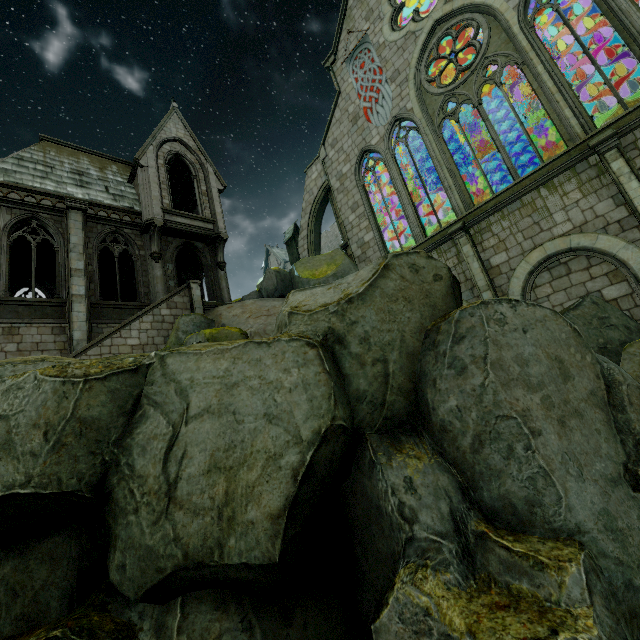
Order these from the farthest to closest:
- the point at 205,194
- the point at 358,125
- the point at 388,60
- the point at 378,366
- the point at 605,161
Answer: the point at 205,194
the point at 358,125
the point at 388,60
the point at 605,161
the point at 378,366

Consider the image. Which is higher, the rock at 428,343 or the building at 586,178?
the building at 586,178

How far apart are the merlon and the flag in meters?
7.3 m

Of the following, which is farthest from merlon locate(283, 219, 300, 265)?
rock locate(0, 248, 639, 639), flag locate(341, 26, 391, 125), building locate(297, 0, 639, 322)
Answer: rock locate(0, 248, 639, 639)

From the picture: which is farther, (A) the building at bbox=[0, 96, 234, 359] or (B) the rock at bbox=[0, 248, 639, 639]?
(A) the building at bbox=[0, 96, 234, 359]

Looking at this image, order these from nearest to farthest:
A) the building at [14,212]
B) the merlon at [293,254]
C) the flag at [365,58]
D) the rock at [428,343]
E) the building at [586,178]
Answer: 1. the rock at [428,343]
2. the building at [586,178]
3. the building at [14,212]
4. the flag at [365,58]
5. the merlon at [293,254]

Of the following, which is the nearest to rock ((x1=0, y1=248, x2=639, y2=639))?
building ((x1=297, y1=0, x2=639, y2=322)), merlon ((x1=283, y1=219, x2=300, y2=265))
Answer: building ((x1=297, y1=0, x2=639, y2=322))

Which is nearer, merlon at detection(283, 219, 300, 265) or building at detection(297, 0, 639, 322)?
building at detection(297, 0, 639, 322)
